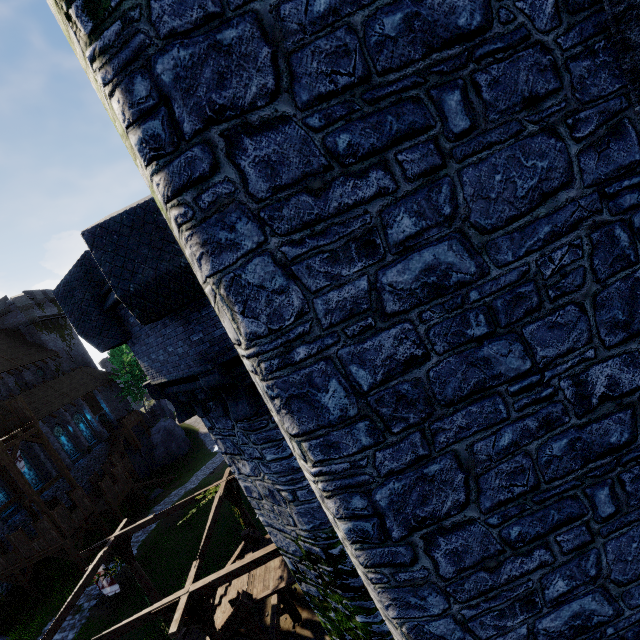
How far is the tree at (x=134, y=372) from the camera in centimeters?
4241cm

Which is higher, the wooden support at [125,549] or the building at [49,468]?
the building at [49,468]

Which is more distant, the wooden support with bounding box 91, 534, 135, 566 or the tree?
the tree

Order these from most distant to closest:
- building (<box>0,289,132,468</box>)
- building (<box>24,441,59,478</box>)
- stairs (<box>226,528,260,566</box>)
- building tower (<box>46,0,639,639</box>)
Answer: building (<box>0,289,132,468</box>), building (<box>24,441,59,478</box>), stairs (<box>226,528,260,566</box>), building tower (<box>46,0,639,639</box>)

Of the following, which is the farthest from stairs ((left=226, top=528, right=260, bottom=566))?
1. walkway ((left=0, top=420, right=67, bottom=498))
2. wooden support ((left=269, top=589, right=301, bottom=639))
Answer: walkway ((left=0, top=420, right=67, bottom=498))

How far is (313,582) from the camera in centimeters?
887cm

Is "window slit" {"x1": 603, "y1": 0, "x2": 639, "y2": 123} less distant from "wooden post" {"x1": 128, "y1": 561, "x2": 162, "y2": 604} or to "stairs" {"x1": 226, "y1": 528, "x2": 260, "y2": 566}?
"stairs" {"x1": 226, "y1": 528, "x2": 260, "y2": 566}

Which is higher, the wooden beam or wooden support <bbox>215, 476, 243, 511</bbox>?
the wooden beam
